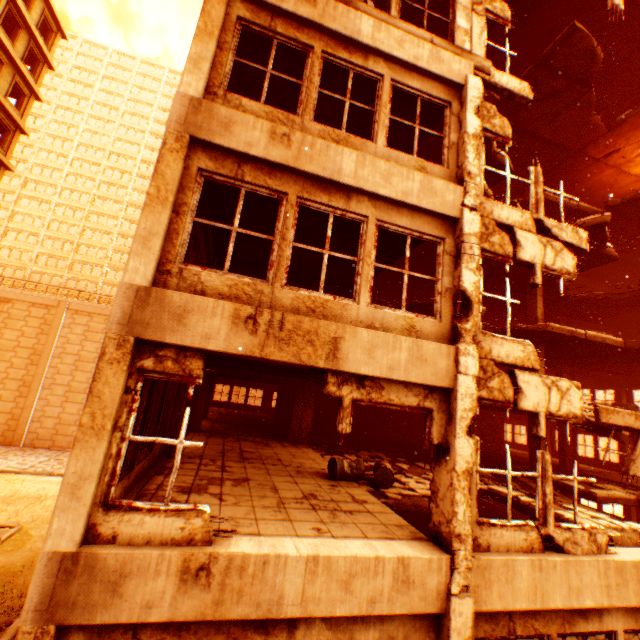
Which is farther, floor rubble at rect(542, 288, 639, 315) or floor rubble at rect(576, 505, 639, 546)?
floor rubble at rect(542, 288, 639, 315)

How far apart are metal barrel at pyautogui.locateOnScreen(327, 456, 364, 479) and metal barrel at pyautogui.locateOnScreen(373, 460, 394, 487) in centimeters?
39cm

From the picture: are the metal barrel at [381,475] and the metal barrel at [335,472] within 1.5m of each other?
yes

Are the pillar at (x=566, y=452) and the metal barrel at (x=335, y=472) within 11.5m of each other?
no

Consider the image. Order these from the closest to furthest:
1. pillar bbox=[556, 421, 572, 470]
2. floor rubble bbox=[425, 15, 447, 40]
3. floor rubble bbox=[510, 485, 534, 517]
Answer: floor rubble bbox=[510, 485, 534, 517] → floor rubble bbox=[425, 15, 447, 40] → pillar bbox=[556, 421, 572, 470]

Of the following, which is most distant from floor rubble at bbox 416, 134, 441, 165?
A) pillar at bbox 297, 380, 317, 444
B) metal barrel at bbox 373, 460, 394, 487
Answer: metal barrel at bbox 373, 460, 394, 487

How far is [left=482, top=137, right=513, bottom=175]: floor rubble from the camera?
11.0 meters

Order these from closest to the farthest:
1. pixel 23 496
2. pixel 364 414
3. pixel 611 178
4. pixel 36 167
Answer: pixel 611 178 → pixel 364 414 → pixel 23 496 → pixel 36 167
